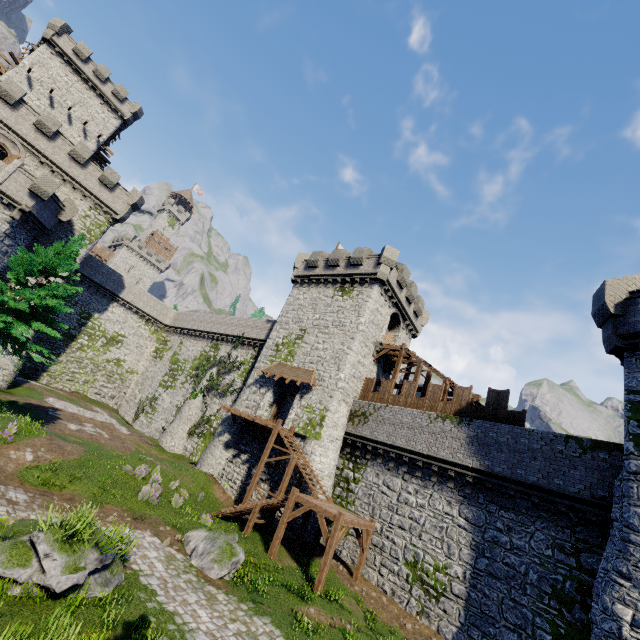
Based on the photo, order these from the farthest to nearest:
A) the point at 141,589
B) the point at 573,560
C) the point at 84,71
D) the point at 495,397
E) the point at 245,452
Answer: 1. the point at 84,71
2. the point at 245,452
3. the point at 495,397
4. the point at 573,560
5. the point at 141,589

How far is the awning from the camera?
24.97m

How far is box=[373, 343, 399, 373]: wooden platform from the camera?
27.07m

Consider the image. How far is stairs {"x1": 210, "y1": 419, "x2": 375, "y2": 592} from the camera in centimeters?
1517cm

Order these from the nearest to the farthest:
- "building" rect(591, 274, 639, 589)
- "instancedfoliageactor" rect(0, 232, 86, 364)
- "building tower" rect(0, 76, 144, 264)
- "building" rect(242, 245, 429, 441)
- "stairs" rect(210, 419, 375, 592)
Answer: "building" rect(591, 274, 639, 589) < "stairs" rect(210, 419, 375, 592) < "instancedfoliageactor" rect(0, 232, 86, 364) < "building" rect(242, 245, 429, 441) < "building tower" rect(0, 76, 144, 264)

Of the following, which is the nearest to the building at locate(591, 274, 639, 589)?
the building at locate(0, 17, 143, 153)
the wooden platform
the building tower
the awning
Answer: the wooden platform

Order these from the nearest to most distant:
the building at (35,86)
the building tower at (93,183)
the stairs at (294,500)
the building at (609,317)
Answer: the building at (609,317) < the stairs at (294,500) < the building tower at (93,183) < the building at (35,86)

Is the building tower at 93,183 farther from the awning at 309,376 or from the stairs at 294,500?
the stairs at 294,500
